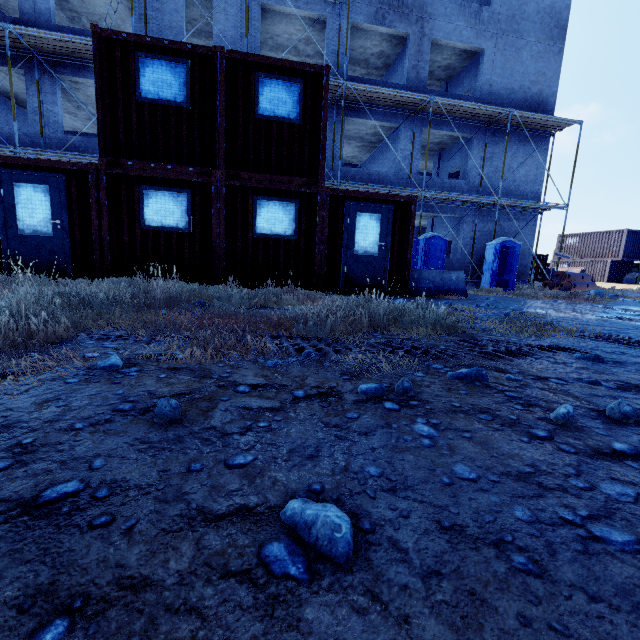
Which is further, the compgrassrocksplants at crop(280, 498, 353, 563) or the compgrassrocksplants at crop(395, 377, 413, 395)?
the compgrassrocksplants at crop(395, 377, 413, 395)

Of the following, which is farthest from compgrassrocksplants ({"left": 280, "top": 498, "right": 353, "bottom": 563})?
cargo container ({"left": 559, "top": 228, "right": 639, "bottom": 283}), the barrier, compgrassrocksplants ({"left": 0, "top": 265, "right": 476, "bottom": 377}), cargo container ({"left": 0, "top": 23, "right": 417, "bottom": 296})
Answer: cargo container ({"left": 559, "top": 228, "right": 639, "bottom": 283})

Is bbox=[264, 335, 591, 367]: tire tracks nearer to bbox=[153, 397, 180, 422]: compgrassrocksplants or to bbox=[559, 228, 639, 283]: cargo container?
bbox=[153, 397, 180, 422]: compgrassrocksplants

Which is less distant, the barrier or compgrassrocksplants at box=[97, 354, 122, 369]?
compgrassrocksplants at box=[97, 354, 122, 369]

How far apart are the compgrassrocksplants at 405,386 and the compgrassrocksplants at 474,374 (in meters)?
0.50

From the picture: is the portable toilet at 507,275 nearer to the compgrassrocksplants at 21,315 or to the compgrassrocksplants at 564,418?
the compgrassrocksplants at 21,315

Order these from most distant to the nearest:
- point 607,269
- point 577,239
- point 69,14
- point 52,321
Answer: point 577,239 < point 607,269 < point 69,14 < point 52,321

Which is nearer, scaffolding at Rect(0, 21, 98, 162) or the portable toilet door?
scaffolding at Rect(0, 21, 98, 162)
